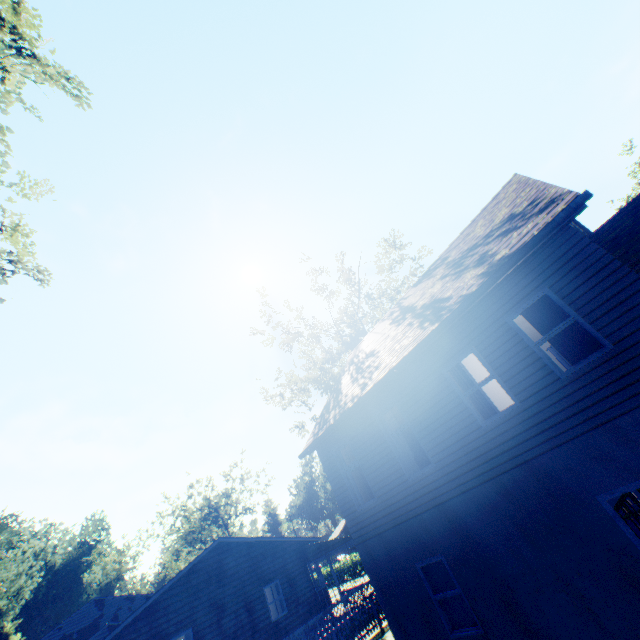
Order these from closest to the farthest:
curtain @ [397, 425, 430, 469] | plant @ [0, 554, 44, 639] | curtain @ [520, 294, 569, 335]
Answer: curtain @ [520, 294, 569, 335] < curtain @ [397, 425, 430, 469] < plant @ [0, 554, 44, 639]

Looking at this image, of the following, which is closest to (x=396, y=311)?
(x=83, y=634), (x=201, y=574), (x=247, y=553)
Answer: (x=247, y=553)

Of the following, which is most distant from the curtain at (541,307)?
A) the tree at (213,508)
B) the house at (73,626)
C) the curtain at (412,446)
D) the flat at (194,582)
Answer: the tree at (213,508)

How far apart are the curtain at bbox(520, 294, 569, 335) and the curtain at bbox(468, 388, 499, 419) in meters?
1.9

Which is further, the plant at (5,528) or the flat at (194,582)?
the plant at (5,528)

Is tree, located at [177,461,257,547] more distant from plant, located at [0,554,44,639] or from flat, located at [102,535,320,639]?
plant, located at [0,554,44,639]

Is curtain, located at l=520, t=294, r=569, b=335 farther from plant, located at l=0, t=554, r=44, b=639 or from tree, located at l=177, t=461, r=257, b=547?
tree, located at l=177, t=461, r=257, b=547

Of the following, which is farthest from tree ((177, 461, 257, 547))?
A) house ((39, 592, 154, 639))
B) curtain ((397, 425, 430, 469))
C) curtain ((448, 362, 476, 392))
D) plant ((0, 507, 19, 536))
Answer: curtain ((448, 362, 476, 392))
